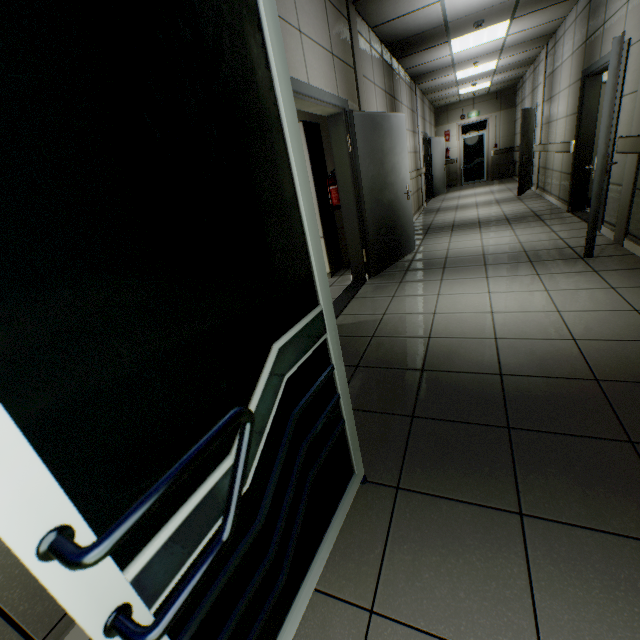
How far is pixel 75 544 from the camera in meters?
0.5 m

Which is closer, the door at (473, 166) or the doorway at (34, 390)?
the doorway at (34, 390)

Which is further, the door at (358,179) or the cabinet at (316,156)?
the cabinet at (316,156)

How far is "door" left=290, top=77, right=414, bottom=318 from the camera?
3.7 meters

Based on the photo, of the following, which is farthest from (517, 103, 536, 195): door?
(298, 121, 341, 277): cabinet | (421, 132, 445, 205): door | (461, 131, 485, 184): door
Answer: (298, 121, 341, 277): cabinet

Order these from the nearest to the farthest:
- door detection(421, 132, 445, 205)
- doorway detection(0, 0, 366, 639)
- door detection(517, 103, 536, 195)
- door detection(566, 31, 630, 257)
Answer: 1. doorway detection(0, 0, 366, 639)
2. door detection(566, 31, 630, 257)
3. door detection(517, 103, 536, 195)
4. door detection(421, 132, 445, 205)

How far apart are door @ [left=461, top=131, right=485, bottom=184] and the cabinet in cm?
1242

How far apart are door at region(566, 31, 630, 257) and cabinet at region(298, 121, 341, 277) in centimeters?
307cm
